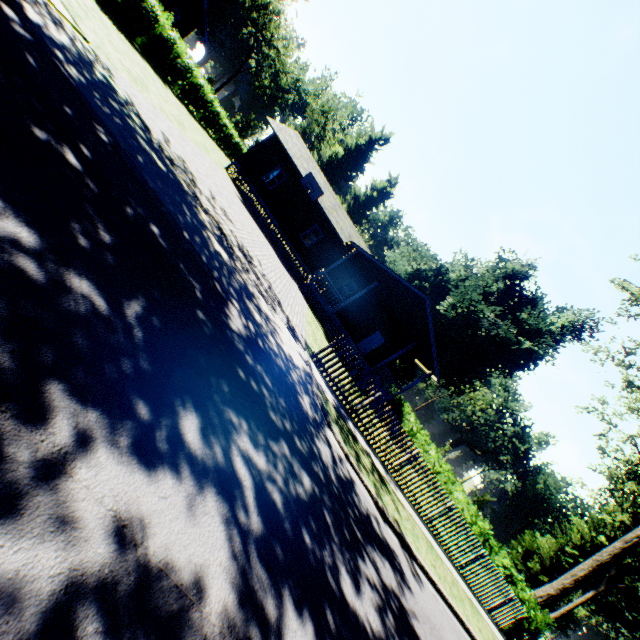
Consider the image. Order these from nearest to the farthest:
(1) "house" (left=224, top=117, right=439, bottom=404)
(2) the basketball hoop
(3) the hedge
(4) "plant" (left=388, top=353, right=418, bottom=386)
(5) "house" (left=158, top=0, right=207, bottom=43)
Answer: (3) the hedge < (1) "house" (left=224, top=117, right=439, bottom=404) < (2) the basketball hoop < (5) "house" (left=158, top=0, right=207, bottom=43) < (4) "plant" (left=388, top=353, right=418, bottom=386)

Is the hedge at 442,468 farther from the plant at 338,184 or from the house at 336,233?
the plant at 338,184

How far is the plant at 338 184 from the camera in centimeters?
5350cm

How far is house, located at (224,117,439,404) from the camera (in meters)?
21.06

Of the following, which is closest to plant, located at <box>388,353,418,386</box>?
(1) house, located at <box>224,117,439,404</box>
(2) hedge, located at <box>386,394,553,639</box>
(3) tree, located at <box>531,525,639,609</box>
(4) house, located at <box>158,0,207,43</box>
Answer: (3) tree, located at <box>531,525,639,609</box>

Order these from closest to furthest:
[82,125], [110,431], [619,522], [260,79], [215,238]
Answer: [110,431]
[82,125]
[215,238]
[619,522]
[260,79]

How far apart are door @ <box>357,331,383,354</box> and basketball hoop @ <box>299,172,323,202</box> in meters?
11.4 m

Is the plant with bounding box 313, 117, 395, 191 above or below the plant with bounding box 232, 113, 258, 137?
above
